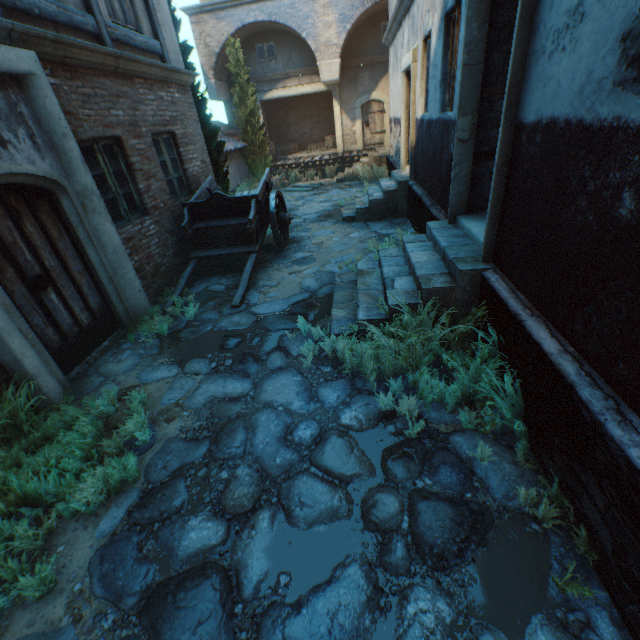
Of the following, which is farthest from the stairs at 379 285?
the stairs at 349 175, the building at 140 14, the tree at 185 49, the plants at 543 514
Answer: the stairs at 349 175

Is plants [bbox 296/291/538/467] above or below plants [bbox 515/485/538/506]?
above

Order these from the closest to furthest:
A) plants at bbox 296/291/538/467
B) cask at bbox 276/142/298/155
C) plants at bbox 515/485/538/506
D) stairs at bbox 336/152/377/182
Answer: plants at bbox 515/485/538/506 → plants at bbox 296/291/538/467 → stairs at bbox 336/152/377/182 → cask at bbox 276/142/298/155

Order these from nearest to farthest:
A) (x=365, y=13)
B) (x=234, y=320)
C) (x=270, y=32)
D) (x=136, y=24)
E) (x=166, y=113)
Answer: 1. (x=234, y=320)
2. (x=136, y=24)
3. (x=166, y=113)
4. (x=365, y=13)
5. (x=270, y=32)

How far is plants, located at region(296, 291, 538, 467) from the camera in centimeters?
287cm

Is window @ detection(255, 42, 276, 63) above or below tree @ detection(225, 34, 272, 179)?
above

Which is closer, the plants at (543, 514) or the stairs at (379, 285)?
the plants at (543, 514)

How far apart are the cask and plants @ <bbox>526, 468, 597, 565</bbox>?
21.0 meters
